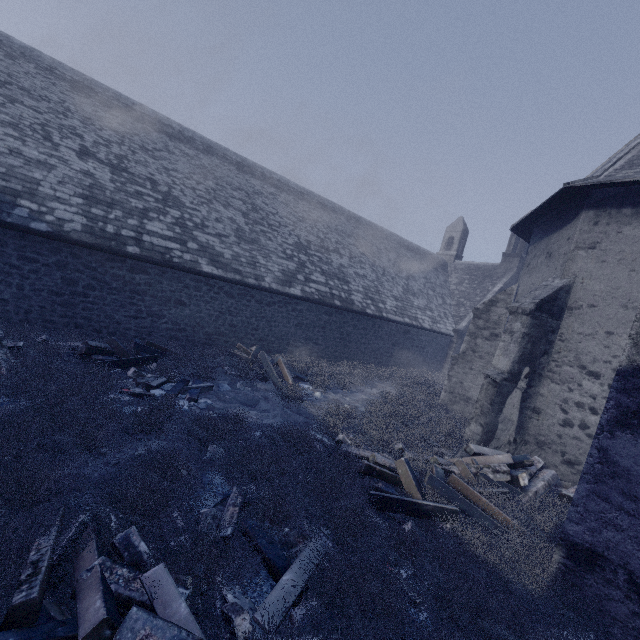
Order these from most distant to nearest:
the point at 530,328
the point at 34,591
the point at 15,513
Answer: the point at 530,328
the point at 15,513
the point at 34,591
